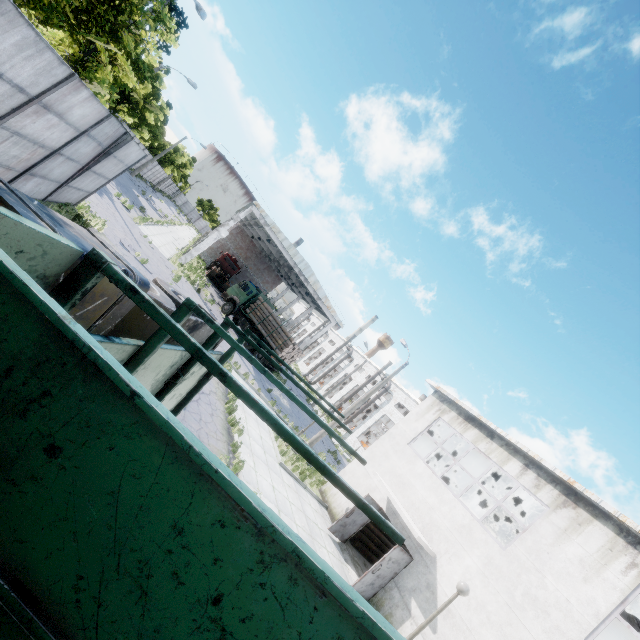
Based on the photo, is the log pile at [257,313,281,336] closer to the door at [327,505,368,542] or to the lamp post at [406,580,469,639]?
the door at [327,505,368,542]

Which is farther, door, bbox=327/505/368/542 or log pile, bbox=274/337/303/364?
log pile, bbox=274/337/303/364

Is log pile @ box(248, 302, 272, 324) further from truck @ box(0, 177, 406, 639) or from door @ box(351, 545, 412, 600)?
truck @ box(0, 177, 406, 639)

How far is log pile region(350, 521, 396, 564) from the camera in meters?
14.5 m

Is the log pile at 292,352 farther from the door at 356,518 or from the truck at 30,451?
the truck at 30,451

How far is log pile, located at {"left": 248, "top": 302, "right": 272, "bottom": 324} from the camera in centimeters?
2744cm

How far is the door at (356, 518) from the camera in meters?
13.1

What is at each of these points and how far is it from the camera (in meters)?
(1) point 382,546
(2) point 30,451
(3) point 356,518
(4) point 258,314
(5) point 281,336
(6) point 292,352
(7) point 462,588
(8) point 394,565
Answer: (1) log pile, 15.45
(2) truck, 1.02
(3) door, 13.35
(4) log pile, 27.61
(5) log pile, 26.56
(6) log pile, 26.97
(7) lamp post, 7.86
(8) door, 11.32
